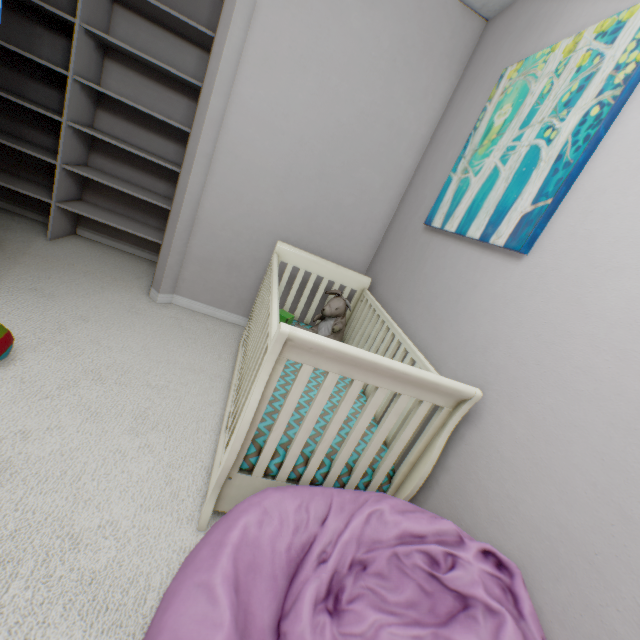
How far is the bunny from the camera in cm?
195

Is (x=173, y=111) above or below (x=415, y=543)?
above

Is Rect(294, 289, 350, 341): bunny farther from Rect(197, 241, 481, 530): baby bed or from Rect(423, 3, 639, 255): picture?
Rect(423, 3, 639, 255): picture

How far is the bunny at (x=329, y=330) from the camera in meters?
2.0 m

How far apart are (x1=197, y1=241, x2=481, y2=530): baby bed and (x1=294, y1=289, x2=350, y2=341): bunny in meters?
0.0 m

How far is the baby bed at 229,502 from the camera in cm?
94

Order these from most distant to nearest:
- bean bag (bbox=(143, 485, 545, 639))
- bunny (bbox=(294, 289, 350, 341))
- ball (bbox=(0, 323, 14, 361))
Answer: bunny (bbox=(294, 289, 350, 341)) < ball (bbox=(0, 323, 14, 361)) < bean bag (bbox=(143, 485, 545, 639))
